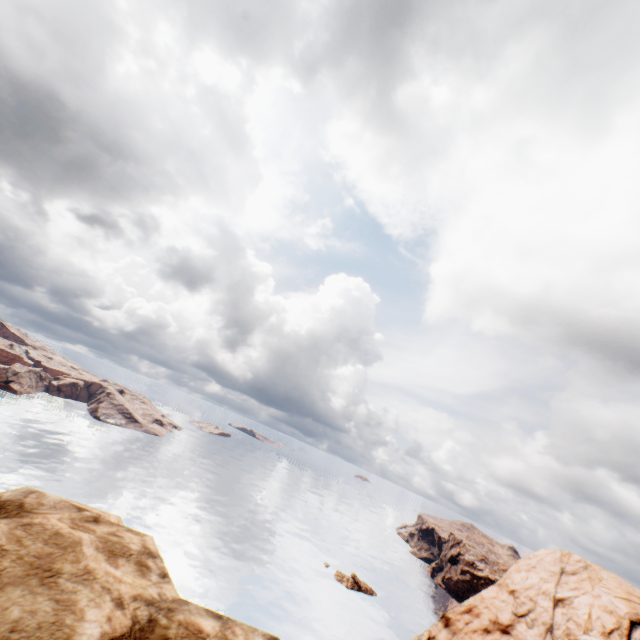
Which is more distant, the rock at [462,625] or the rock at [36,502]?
the rock at [462,625]

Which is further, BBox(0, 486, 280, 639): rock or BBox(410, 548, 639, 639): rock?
BBox(410, 548, 639, 639): rock

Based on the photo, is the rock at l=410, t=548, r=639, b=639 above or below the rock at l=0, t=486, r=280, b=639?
below

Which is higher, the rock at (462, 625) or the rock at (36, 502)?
the rock at (36, 502)

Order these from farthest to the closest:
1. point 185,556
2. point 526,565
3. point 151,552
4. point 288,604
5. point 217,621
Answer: point 185,556 < point 288,604 < point 526,565 < point 151,552 < point 217,621
